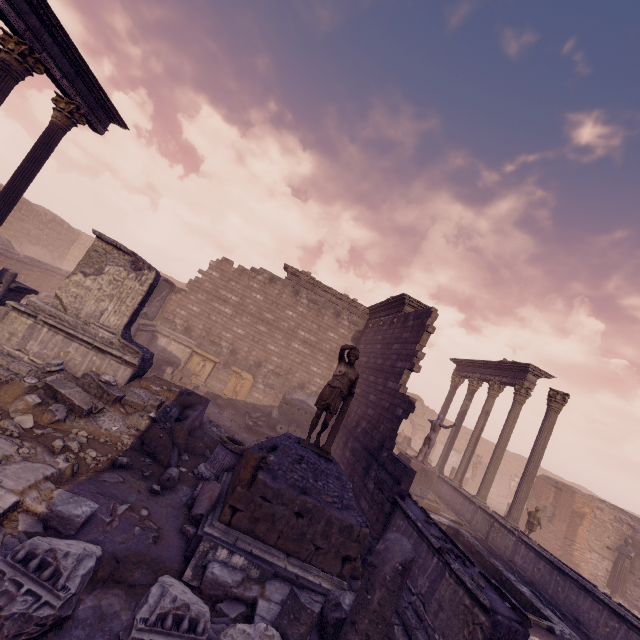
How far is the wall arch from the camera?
33.56m

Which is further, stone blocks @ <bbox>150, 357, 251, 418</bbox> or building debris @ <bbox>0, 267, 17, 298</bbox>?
stone blocks @ <bbox>150, 357, 251, 418</bbox>

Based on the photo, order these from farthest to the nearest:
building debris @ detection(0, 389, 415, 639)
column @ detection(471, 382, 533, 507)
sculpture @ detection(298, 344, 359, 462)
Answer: column @ detection(471, 382, 533, 507) < sculpture @ detection(298, 344, 359, 462) < building debris @ detection(0, 389, 415, 639)

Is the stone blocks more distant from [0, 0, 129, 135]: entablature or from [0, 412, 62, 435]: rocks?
[0, 0, 129, 135]: entablature

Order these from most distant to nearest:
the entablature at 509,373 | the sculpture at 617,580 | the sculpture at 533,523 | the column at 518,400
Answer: the sculpture at 617,580
the entablature at 509,373
the column at 518,400
the sculpture at 533,523

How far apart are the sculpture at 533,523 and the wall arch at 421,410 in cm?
1880

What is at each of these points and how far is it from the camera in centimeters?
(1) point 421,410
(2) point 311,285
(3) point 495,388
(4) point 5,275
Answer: (1) wall arch, 3412cm
(2) entablature, 1877cm
(3) column, 1630cm
(4) building debris, 982cm

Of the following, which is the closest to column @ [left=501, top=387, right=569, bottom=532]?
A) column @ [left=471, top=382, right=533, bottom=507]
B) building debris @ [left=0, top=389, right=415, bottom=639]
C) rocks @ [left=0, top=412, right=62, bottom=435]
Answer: column @ [left=471, top=382, right=533, bottom=507]
